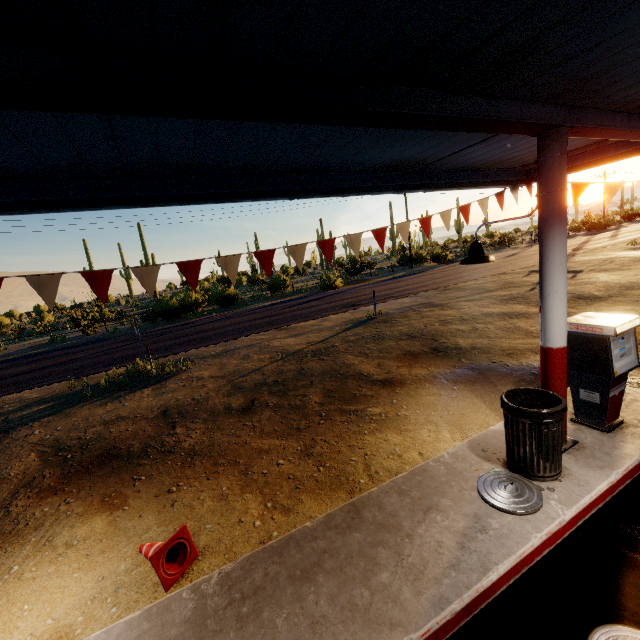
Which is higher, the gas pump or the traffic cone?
the gas pump

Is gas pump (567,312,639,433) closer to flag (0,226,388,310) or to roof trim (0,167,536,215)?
flag (0,226,388,310)

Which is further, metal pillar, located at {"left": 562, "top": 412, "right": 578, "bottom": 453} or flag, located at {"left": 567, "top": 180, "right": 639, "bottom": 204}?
flag, located at {"left": 567, "top": 180, "right": 639, "bottom": 204}

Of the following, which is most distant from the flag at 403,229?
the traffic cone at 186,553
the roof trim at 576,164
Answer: the traffic cone at 186,553

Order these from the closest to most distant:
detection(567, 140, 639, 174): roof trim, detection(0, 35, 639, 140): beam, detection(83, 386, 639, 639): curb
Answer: detection(0, 35, 639, 140): beam → detection(83, 386, 639, 639): curb → detection(567, 140, 639, 174): roof trim

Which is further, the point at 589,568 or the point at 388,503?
the point at 388,503

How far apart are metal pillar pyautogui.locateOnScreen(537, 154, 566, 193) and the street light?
0.00m

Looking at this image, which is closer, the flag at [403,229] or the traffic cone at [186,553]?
the traffic cone at [186,553]
